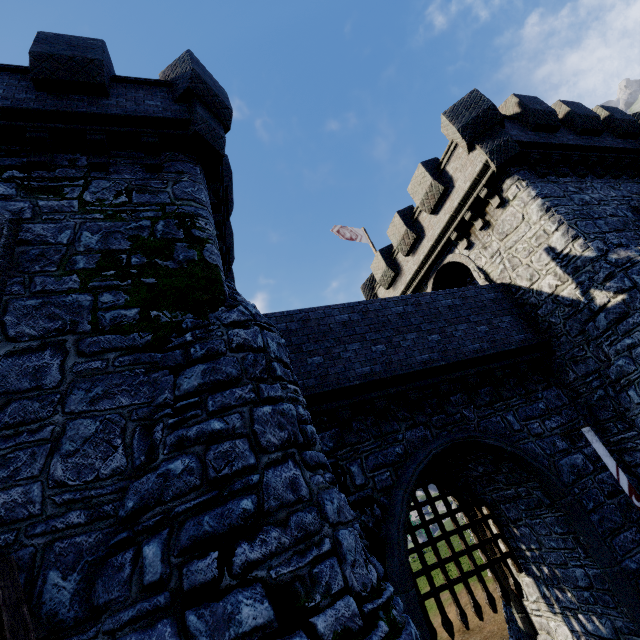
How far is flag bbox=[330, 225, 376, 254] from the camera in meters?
20.3 m

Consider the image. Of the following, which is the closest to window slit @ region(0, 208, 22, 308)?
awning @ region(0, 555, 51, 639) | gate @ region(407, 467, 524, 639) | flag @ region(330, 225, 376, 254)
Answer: awning @ region(0, 555, 51, 639)

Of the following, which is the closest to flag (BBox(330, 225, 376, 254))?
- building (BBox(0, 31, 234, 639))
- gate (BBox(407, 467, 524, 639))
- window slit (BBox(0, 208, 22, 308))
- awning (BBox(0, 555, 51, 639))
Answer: building (BBox(0, 31, 234, 639))

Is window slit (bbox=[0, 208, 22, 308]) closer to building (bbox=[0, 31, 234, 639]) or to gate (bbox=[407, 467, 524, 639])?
building (bbox=[0, 31, 234, 639])

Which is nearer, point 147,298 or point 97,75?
point 147,298

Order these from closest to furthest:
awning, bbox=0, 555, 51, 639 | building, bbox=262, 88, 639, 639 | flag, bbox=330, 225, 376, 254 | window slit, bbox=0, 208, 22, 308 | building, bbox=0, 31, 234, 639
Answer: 1. awning, bbox=0, 555, 51, 639
2. building, bbox=0, 31, 234, 639
3. window slit, bbox=0, 208, 22, 308
4. building, bbox=262, 88, 639, 639
5. flag, bbox=330, 225, 376, 254

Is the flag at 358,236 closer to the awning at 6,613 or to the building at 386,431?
the building at 386,431

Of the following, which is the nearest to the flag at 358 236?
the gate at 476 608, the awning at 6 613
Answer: the gate at 476 608
